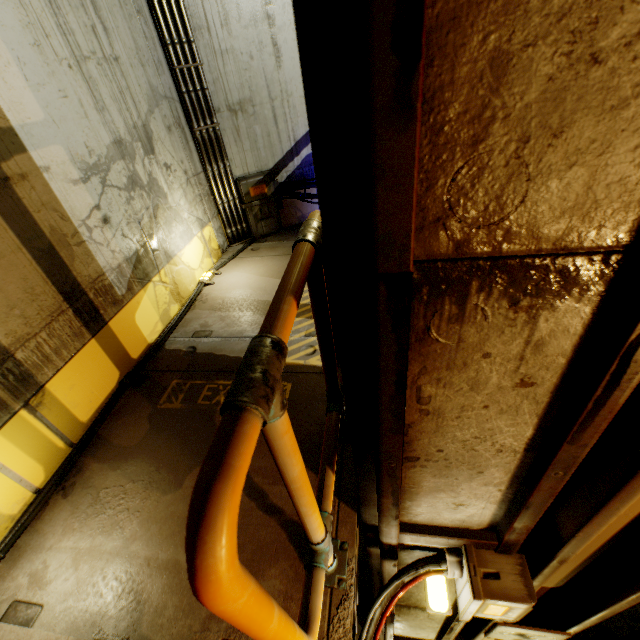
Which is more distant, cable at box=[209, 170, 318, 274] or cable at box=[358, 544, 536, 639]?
cable at box=[209, 170, 318, 274]

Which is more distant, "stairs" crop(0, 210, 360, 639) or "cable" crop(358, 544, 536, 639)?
"cable" crop(358, 544, 536, 639)

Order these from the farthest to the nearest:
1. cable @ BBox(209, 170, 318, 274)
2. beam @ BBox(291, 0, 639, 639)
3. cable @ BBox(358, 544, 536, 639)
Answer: cable @ BBox(209, 170, 318, 274) < cable @ BBox(358, 544, 536, 639) < beam @ BBox(291, 0, 639, 639)

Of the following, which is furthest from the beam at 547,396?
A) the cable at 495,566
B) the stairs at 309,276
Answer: the cable at 495,566

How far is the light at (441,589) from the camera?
1.7 meters

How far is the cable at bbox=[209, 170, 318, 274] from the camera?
4.2 meters

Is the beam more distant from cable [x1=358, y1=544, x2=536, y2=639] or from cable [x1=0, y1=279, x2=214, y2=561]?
cable [x1=0, y1=279, x2=214, y2=561]

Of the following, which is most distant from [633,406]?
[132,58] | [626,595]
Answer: [132,58]
